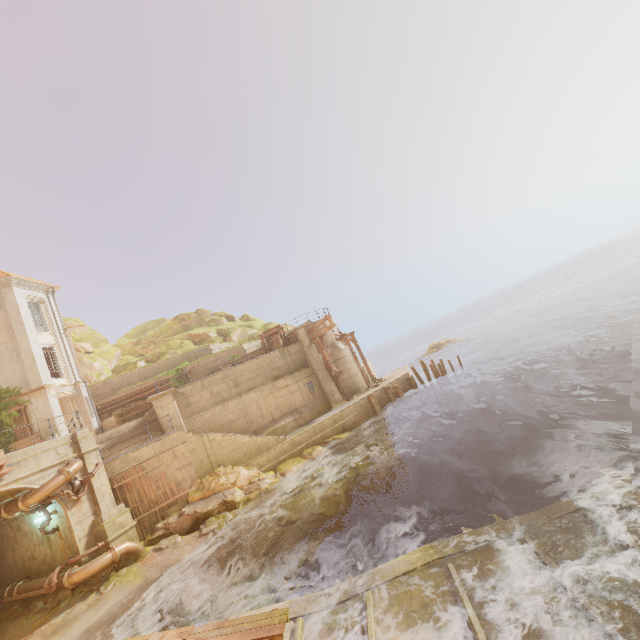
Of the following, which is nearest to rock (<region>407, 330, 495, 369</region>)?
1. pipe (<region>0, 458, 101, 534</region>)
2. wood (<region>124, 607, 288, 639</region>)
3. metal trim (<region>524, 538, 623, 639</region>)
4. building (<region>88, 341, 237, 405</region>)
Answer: building (<region>88, 341, 237, 405</region>)

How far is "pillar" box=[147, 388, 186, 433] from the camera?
19.44m

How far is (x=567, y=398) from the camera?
13.9 meters

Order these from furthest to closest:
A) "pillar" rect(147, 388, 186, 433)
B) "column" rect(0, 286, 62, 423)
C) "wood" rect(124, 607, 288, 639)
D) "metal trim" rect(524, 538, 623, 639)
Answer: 1. "column" rect(0, 286, 62, 423)
2. "pillar" rect(147, 388, 186, 433)
3. "wood" rect(124, 607, 288, 639)
4. "metal trim" rect(524, 538, 623, 639)

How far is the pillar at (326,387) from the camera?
24.78m

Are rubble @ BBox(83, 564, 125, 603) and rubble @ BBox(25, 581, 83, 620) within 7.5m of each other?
yes

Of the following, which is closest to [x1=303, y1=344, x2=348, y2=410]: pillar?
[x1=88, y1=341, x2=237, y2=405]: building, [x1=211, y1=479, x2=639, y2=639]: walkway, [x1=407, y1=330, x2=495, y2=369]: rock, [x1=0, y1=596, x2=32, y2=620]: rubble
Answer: [x1=88, y1=341, x2=237, y2=405]: building

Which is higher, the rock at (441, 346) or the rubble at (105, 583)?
the rubble at (105, 583)
